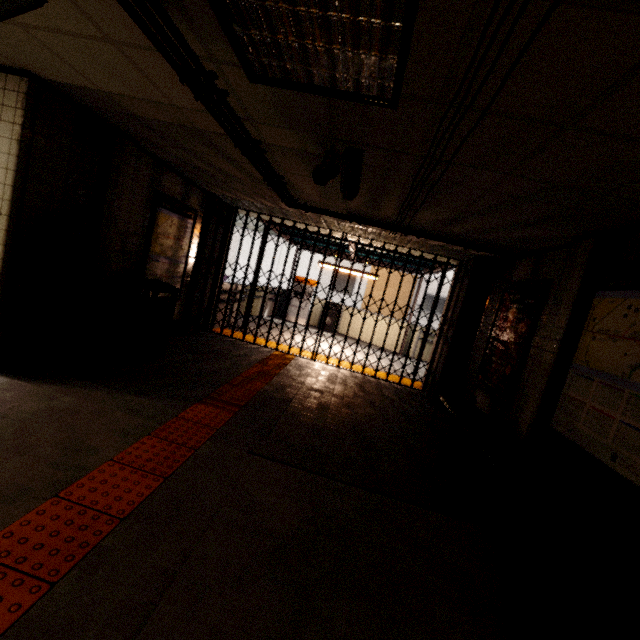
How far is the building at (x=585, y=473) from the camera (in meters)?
2.78

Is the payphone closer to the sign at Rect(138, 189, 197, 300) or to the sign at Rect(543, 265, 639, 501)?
the sign at Rect(138, 189, 197, 300)

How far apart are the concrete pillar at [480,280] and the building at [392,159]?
3.1 meters

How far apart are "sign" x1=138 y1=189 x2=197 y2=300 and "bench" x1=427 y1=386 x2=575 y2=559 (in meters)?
5.01

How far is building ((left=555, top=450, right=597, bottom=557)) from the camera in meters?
2.8 m

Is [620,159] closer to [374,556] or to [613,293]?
[613,293]

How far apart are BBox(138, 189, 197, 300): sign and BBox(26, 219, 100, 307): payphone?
1.22m

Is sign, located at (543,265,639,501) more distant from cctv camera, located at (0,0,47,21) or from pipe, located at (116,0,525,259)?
cctv camera, located at (0,0,47,21)
